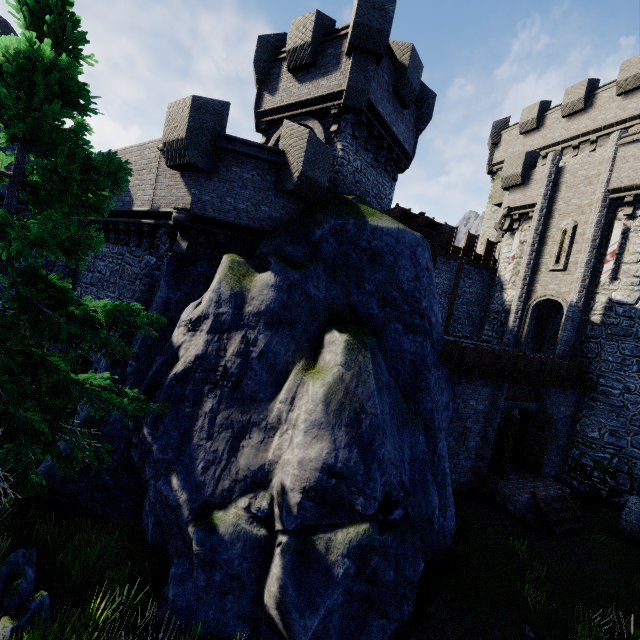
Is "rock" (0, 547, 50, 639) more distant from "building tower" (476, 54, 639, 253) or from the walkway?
"building tower" (476, 54, 639, 253)

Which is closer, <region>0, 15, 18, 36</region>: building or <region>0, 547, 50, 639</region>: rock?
<region>0, 547, 50, 639</region>: rock

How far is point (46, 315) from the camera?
5.29m

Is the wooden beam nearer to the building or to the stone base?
the stone base

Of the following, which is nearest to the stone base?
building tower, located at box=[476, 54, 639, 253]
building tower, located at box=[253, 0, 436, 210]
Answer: building tower, located at box=[476, 54, 639, 253]

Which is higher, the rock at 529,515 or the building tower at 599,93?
Answer: the building tower at 599,93

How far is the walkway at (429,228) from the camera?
14.0m

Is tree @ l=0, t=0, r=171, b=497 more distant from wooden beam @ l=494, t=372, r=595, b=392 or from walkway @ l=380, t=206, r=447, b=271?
wooden beam @ l=494, t=372, r=595, b=392
